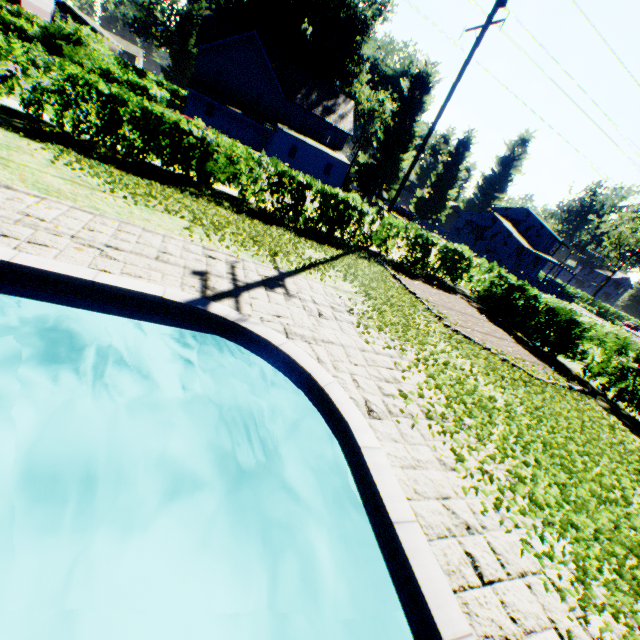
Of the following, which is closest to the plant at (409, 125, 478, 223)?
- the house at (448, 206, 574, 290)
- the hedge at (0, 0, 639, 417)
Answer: the house at (448, 206, 574, 290)

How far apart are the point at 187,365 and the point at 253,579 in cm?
334

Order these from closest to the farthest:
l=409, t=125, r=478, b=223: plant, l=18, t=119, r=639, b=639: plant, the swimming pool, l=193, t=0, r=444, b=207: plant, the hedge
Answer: the swimming pool, l=18, t=119, r=639, b=639: plant, the hedge, l=193, t=0, r=444, b=207: plant, l=409, t=125, r=478, b=223: plant

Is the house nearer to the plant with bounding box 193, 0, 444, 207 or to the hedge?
the plant with bounding box 193, 0, 444, 207

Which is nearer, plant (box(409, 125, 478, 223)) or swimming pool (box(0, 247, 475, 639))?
swimming pool (box(0, 247, 475, 639))

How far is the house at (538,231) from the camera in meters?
48.2 m

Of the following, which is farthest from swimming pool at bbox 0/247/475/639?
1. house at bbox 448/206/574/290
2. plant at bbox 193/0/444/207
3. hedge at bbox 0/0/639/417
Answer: house at bbox 448/206/574/290

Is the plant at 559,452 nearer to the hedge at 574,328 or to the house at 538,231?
the house at 538,231
